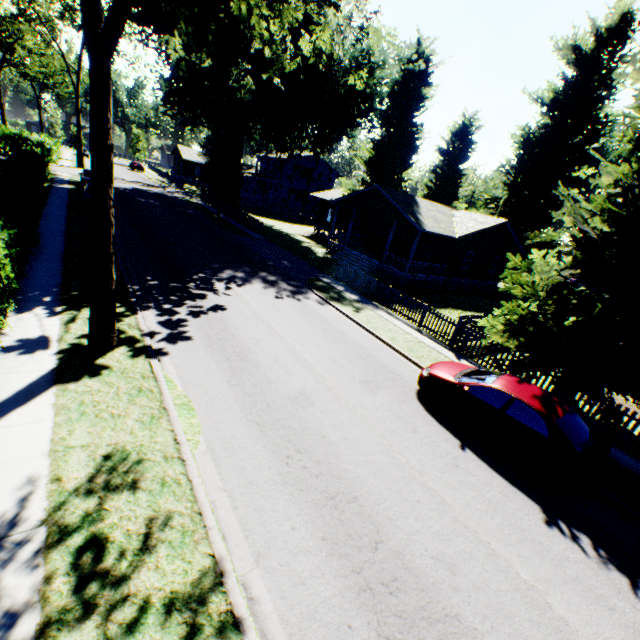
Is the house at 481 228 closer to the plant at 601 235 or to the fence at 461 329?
the plant at 601 235

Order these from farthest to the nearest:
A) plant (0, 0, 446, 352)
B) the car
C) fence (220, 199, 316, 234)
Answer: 1. fence (220, 199, 316, 234)
2. the car
3. plant (0, 0, 446, 352)

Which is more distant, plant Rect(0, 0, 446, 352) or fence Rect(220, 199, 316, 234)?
fence Rect(220, 199, 316, 234)

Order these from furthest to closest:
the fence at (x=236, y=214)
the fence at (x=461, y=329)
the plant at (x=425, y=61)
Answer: the fence at (x=236, y=214) → the fence at (x=461, y=329) → the plant at (x=425, y=61)

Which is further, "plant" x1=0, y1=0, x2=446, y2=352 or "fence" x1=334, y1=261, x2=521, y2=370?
"fence" x1=334, y1=261, x2=521, y2=370

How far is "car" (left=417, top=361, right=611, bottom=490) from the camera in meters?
7.5

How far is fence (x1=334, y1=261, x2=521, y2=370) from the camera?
13.76m

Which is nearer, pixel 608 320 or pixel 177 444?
pixel 177 444
